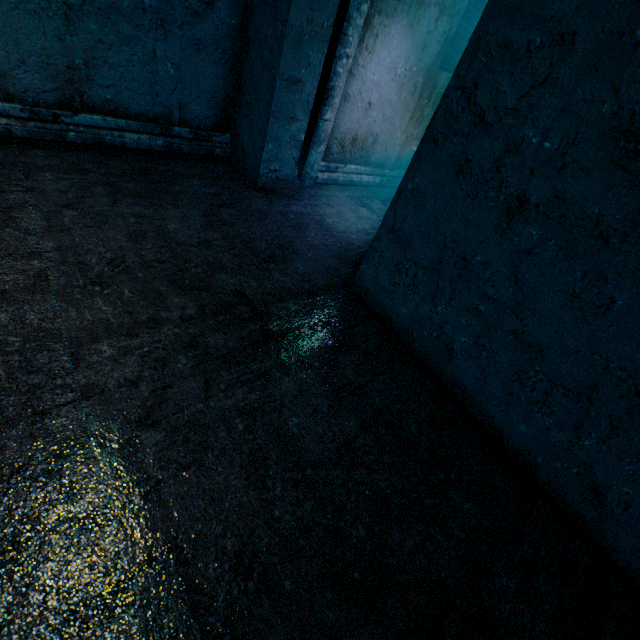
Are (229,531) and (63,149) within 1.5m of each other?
no
